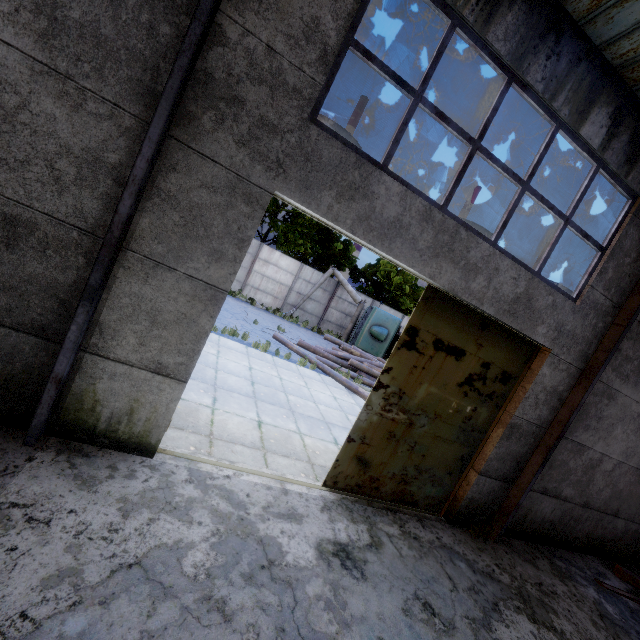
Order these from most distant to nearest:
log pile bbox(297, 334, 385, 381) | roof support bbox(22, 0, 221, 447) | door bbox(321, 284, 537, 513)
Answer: log pile bbox(297, 334, 385, 381)
door bbox(321, 284, 537, 513)
roof support bbox(22, 0, 221, 447)

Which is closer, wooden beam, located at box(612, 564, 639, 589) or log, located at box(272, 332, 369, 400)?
wooden beam, located at box(612, 564, 639, 589)

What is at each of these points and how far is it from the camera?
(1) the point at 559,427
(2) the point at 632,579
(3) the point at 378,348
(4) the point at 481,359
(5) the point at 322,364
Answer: (1) roof support, 6.2m
(2) wooden beam, 7.5m
(3) truck, 19.0m
(4) door, 5.8m
(5) log, 12.9m

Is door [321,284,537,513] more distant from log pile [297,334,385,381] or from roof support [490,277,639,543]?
log pile [297,334,385,381]

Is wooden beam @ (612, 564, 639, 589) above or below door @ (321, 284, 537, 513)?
below

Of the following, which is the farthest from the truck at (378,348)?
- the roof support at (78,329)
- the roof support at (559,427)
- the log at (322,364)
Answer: the roof support at (78,329)

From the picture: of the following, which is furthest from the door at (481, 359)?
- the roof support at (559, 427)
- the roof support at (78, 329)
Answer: the roof support at (78, 329)

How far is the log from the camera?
12.00m
